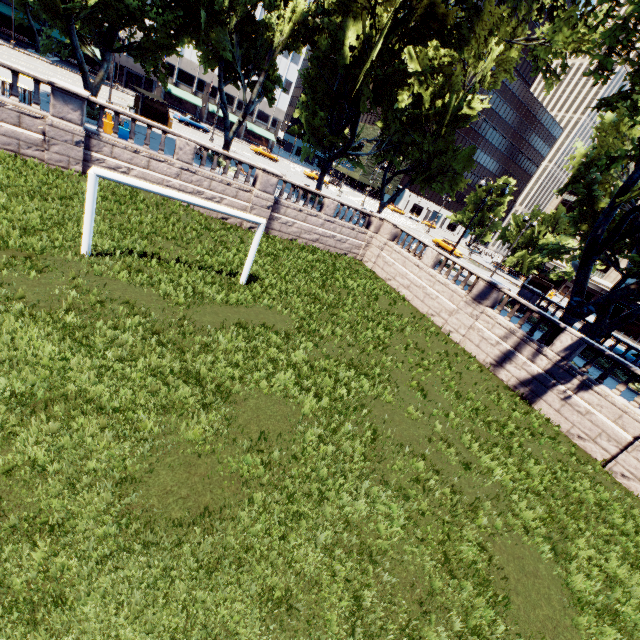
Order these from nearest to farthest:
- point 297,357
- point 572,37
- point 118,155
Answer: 1. point 297,357
2. point 572,37
3. point 118,155

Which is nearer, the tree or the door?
the tree

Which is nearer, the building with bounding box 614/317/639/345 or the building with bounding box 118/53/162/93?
the building with bounding box 614/317/639/345

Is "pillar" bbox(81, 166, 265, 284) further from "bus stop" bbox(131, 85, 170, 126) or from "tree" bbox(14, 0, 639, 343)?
"bus stop" bbox(131, 85, 170, 126)

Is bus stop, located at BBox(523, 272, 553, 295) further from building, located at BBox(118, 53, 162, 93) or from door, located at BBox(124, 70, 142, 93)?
door, located at BBox(124, 70, 142, 93)

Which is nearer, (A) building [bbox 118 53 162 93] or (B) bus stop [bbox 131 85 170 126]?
(B) bus stop [bbox 131 85 170 126]

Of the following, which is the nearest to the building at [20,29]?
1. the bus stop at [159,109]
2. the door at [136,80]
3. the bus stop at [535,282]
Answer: the door at [136,80]

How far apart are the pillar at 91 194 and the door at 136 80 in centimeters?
6714cm
